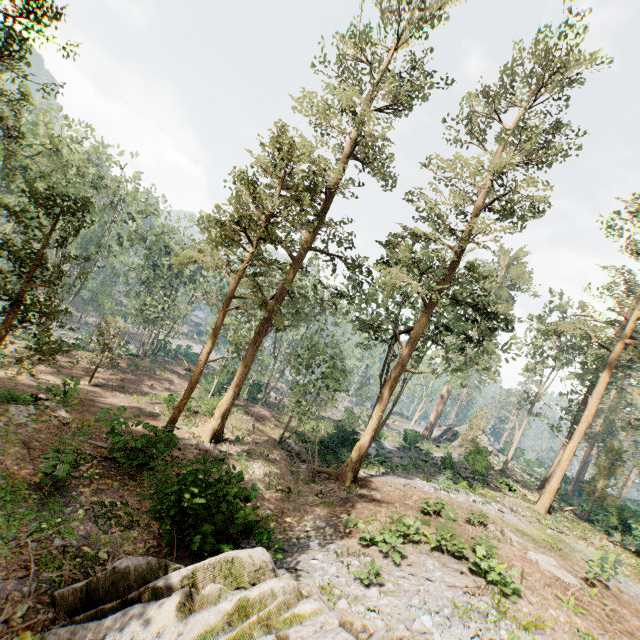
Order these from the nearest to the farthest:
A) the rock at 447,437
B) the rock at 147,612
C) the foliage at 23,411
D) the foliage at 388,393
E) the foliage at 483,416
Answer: the rock at 147,612
the foliage at 388,393
the foliage at 23,411
the foliage at 483,416
the rock at 447,437

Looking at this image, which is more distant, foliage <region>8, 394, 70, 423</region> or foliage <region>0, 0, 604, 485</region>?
foliage <region>8, 394, 70, 423</region>

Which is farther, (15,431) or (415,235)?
(415,235)

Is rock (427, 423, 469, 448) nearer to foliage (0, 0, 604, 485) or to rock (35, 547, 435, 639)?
foliage (0, 0, 604, 485)

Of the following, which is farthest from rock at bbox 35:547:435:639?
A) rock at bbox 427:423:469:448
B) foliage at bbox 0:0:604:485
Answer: rock at bbox 427:423:469:448

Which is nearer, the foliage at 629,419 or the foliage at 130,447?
the foliage at 130,447
